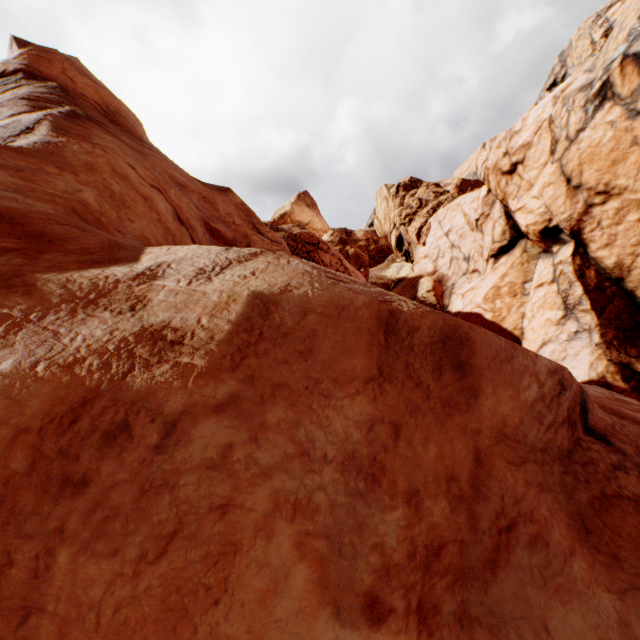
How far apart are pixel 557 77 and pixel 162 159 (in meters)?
71.46
